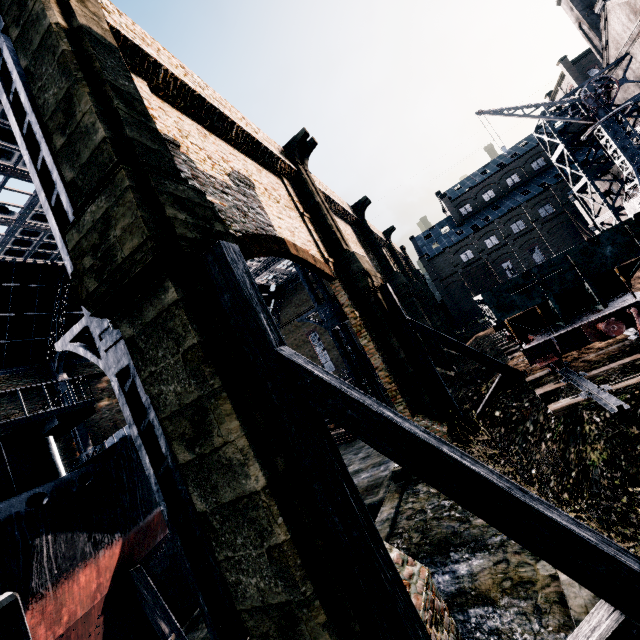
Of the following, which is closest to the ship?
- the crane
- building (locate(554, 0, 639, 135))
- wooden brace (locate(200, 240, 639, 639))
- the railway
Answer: building (locate(554, 0, 639, 135))

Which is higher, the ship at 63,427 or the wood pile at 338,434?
the ship at 63,427

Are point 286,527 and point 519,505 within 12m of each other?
yes

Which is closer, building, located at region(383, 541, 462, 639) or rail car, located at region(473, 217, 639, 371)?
building, located at region(383, 541, 462, 639)

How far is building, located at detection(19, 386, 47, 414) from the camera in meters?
27.1 m

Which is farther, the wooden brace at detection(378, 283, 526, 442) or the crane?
the crane

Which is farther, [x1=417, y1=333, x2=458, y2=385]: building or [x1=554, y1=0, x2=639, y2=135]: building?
[x1=554, y1=0, x2=639, y2=135]: building

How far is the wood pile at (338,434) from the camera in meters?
29.1
